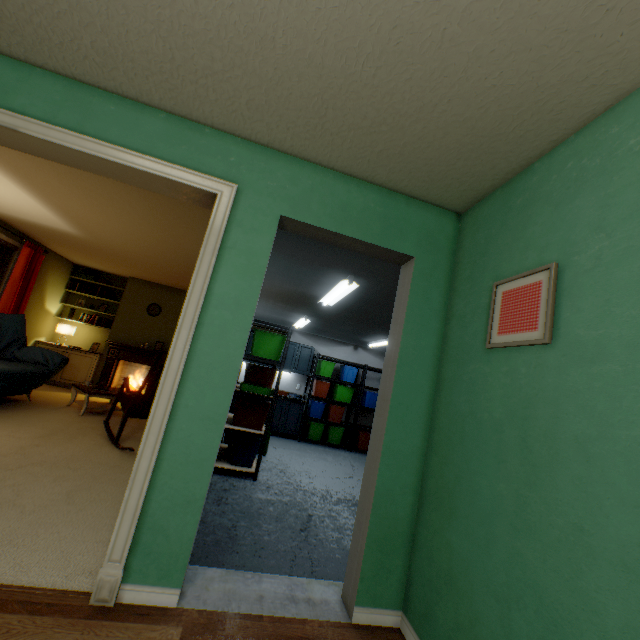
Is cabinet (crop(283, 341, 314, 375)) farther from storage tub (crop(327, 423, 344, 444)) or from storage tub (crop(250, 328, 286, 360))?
storage tub (crop(250, 328, 286, 360))

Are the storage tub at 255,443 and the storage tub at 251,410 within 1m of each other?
yes

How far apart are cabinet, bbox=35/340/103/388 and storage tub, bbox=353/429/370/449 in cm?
572

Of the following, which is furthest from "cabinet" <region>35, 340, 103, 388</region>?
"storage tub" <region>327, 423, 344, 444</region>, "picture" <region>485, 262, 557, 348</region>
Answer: "picture" <region>485, 262, 557, 348</region>

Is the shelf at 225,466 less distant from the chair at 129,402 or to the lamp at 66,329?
the chair at 129,402

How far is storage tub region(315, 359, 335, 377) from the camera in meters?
7.4 m

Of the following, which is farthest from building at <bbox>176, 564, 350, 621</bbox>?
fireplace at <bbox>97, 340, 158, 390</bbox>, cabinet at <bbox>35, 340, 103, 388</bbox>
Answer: cabinet at <bbox>35, 340, 103, 388</bbox>

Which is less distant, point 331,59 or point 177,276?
point 331,59
